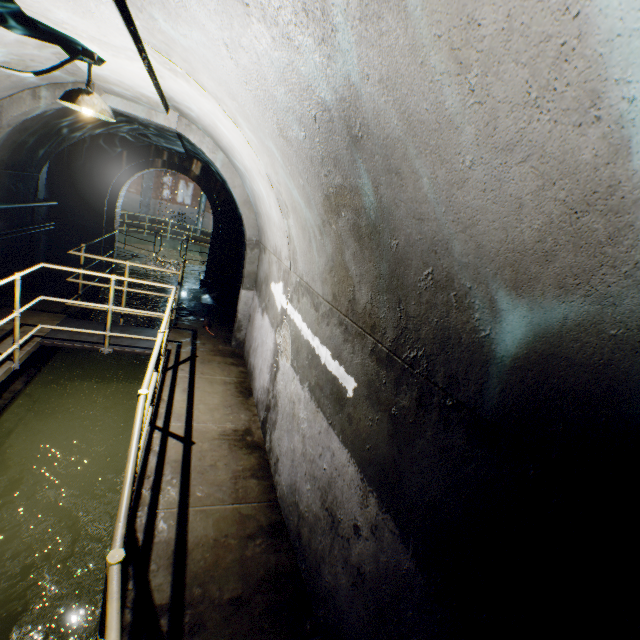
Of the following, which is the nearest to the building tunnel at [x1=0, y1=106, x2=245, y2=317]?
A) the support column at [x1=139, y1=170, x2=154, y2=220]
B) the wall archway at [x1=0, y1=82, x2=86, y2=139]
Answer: the wall archway at [x1=0, y1=82, x2=86, y2=139]

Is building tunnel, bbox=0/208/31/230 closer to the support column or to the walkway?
the walkway

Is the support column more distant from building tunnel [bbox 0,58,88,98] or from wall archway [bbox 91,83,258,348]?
wall archway [bbox 91,83,258,348]

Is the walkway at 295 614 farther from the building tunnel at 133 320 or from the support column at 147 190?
the support column at 147 190

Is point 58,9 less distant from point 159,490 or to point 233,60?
point 233,60

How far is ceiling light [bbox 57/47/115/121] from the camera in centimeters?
295cm

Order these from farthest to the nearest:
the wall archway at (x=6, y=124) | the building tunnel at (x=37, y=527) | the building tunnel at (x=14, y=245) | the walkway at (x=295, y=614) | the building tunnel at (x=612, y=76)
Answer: the building tunnel at (x=14, y=245), the wall archway at (x=6, y=124), the building tunnel at (x=37, y=527), the walkway at (x=295, y=614), the building tunnel at (x=612, y=76)
